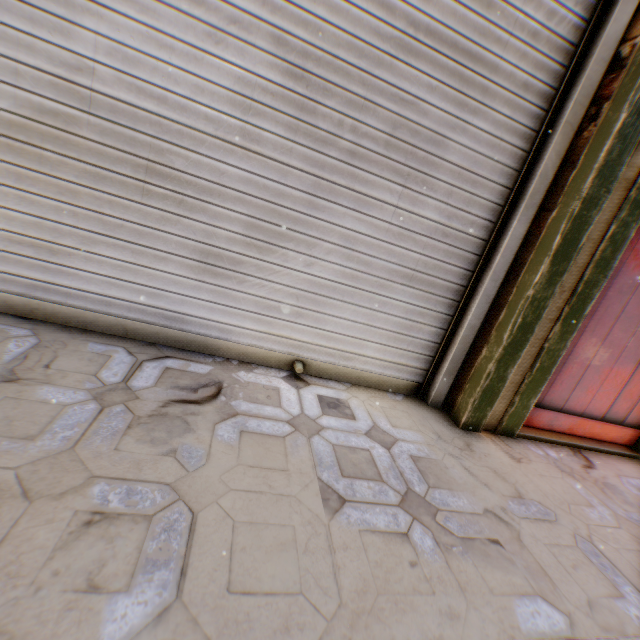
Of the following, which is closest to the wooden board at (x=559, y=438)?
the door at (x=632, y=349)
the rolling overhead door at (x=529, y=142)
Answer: the door at (x=632, y=349)

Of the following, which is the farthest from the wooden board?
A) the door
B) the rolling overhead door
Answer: the rolling overhead door

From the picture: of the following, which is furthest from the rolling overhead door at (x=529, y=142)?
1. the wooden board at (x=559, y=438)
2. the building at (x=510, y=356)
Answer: the wooden board at (x=559, y=438)

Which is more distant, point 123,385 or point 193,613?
point 123,385

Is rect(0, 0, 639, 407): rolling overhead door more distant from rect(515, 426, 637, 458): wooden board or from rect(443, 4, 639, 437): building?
rect(515, 426, 637, 458): wooden board

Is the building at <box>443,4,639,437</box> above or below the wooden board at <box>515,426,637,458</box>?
above

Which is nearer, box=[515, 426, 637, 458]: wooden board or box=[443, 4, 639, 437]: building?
box=[443, 4, 639, 437]: building

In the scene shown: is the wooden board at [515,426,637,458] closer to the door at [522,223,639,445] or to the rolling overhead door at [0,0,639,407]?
the door at [522,223,639,445]
